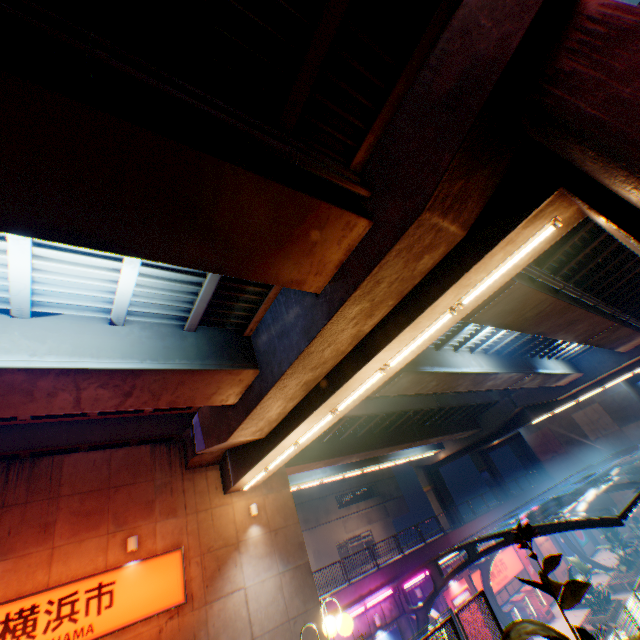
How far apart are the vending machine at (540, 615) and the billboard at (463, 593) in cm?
340

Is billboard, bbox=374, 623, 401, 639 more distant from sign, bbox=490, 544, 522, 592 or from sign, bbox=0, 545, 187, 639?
sign, bbox=0, 545, 187, 639

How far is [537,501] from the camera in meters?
19.9

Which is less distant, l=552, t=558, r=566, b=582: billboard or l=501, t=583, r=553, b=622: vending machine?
l=501, t=583, r=553, b=622: vending machine

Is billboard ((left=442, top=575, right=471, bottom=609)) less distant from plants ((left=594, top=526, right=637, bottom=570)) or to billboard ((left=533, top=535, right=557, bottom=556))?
billboard ((left=533, top=535, right=557, bottom=556))

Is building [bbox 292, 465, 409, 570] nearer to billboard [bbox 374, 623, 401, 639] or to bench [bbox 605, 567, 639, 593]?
billboard [bbox 374, 623, 401, 639]

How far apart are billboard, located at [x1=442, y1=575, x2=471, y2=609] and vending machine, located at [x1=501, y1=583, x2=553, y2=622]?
3.4m

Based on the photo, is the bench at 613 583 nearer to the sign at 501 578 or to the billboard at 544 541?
the billboard at 544 541
